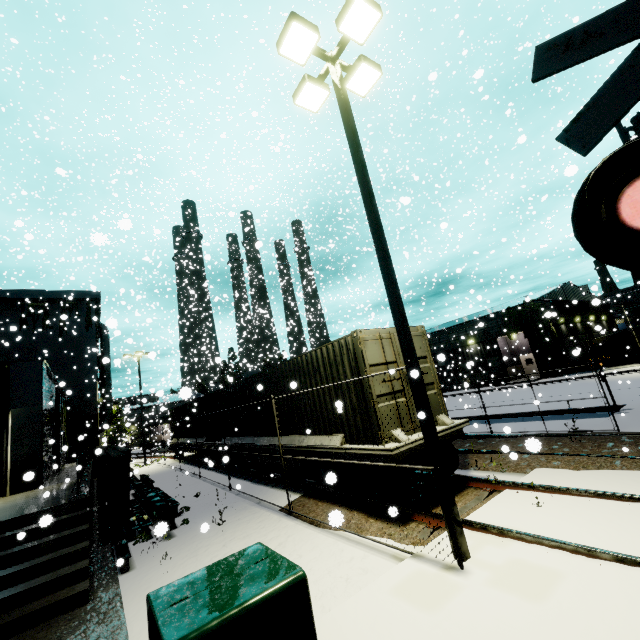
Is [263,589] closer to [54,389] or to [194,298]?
[54,389]

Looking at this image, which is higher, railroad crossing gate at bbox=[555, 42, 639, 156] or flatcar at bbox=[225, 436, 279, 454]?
railroad crossing gate at bbox=[555, 42, 639, 156]

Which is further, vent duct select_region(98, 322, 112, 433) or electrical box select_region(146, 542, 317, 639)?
vent duct select_region(98, 322, 112, 433)

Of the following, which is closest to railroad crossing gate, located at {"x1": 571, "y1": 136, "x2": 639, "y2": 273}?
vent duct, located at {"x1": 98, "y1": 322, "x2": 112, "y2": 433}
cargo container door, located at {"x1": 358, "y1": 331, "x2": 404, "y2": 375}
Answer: cargo container door, located at {"x1": 358, "y1": 331, "x2": 404, "y2": 375}

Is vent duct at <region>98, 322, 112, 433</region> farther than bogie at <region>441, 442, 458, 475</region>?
Yes

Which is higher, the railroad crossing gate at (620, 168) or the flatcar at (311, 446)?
the railroad crossing gate at (620, 168)

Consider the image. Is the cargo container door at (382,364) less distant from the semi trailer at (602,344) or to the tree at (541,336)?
the semi trailer at (602,344)

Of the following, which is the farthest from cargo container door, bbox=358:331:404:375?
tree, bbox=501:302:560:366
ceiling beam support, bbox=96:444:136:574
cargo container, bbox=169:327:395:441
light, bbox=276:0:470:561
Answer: tree, bbox=501:302:560:366
